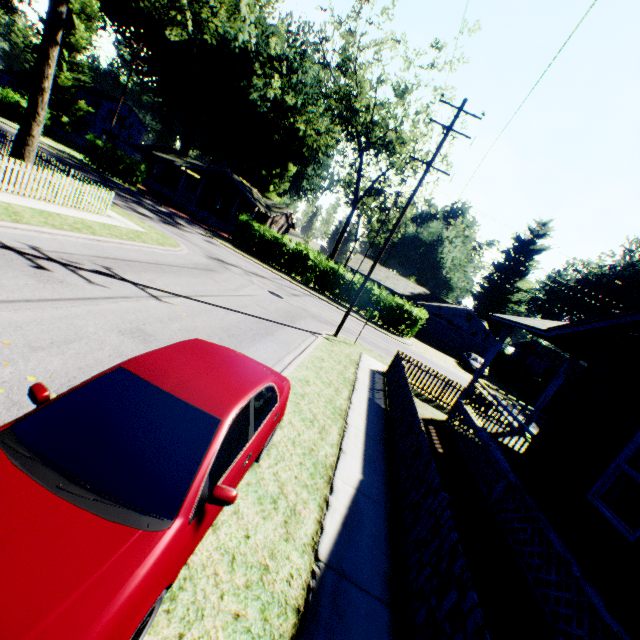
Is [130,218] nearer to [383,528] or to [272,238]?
[272,238]

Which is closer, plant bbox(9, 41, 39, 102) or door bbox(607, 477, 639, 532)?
door bbox(607, 477, 639, 532)

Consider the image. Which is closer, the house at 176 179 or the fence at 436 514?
the fence at 436 514

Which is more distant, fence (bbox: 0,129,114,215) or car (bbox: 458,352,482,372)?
car (bbox: 458,352,482,372)

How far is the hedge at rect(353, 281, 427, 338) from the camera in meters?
29.5

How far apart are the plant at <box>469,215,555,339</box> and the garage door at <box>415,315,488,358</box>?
20.1 meters

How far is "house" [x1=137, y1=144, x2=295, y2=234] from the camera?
38.2 meters

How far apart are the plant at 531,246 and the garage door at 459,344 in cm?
2014
